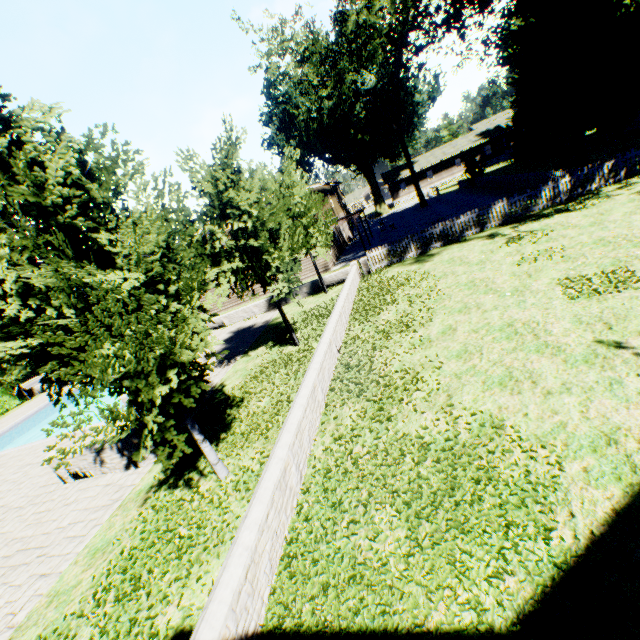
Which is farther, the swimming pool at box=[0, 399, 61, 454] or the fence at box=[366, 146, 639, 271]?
the swimming pool at box=[0, 399, 61, 454]

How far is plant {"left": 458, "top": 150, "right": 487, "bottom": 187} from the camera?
33.7m

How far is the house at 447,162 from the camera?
55.41m

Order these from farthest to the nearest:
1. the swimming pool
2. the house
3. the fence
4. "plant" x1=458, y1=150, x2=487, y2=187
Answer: the house → "plant" x1=458, y1=150, x2=487, y2=187 → the swimming pool → the fence

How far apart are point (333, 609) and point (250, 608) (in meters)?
1.04

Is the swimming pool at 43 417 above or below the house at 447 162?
below

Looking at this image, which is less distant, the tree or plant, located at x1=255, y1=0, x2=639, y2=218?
the tree

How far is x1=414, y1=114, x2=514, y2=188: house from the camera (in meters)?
55.41
